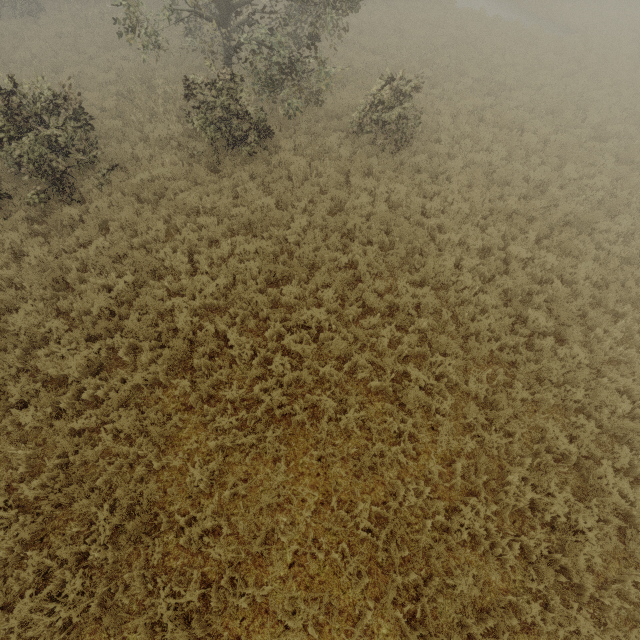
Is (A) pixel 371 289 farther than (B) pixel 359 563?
Yes
